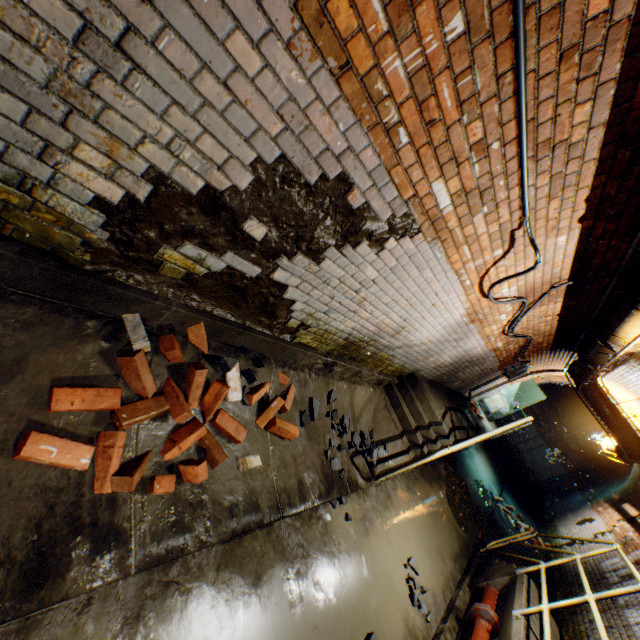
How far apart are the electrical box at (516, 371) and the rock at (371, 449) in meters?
5.5

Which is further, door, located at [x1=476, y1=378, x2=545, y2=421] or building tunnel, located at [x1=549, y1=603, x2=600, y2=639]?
door, located at [x1=476, y1=378, x2=545, y2=421]

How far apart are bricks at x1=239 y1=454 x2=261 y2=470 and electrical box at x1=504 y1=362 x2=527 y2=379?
7.9m

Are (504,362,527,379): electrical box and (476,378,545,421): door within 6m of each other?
yes

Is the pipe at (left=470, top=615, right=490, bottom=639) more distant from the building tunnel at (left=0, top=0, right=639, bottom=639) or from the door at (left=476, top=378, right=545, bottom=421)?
the door at (left=476, top=378, right=545, bottom=421)

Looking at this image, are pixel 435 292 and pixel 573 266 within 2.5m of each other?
yes

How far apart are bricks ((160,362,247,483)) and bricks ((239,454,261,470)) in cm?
18

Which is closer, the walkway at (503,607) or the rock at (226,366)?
the rock at (226,366)
